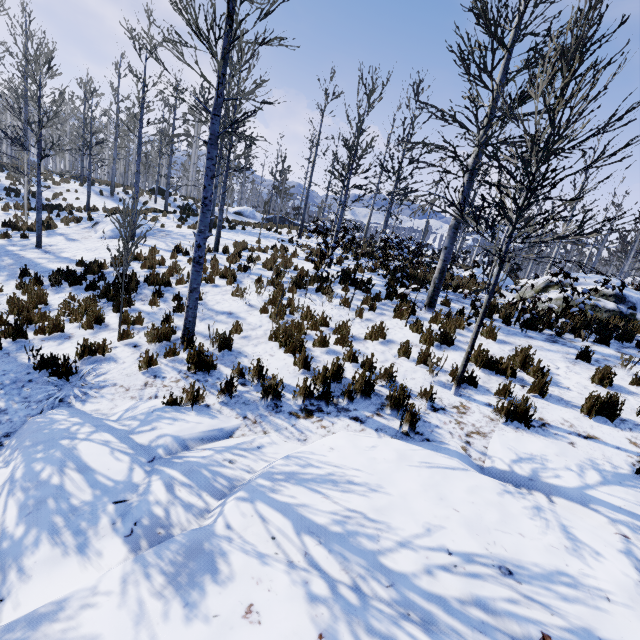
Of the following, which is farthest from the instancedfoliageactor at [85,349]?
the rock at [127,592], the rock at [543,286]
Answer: the rock at [543,286]

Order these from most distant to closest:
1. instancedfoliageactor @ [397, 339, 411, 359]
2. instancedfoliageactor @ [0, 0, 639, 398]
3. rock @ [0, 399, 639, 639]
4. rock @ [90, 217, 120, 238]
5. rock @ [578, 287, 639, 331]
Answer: rock @ [90, 217, 120, 238] < rock @ [578, 287, 639, 331] < instancedfoliageactor @ [397, 339, 411, 359] < instancedfoliageactor @ [0, 0, 639, 398] < rock @ [0, 399, 639, 639]

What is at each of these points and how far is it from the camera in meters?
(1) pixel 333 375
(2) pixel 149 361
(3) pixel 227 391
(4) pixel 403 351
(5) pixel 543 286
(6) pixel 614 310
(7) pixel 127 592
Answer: (1) instancedfoliageactor, 5.2
(2) instancedfoliageactor, 5.4
(3) instancedfoliageactor, 4.8
(4) instancedfoliageactor, 6.0
(5) rock, 11.3
(6) rock, 9.5
(7) rock, 1.9

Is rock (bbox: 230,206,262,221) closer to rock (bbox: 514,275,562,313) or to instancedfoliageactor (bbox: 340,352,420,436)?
instancedfoliageactor (bbox: 340,352,420,436)

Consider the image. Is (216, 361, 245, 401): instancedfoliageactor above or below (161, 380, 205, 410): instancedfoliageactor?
above

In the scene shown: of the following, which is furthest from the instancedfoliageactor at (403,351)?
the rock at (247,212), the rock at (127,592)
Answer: the rock at (247,212)

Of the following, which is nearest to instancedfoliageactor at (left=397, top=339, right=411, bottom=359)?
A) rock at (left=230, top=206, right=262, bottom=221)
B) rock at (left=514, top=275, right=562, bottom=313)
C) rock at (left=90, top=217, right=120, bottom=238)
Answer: rock at (left=90, top=217, right=120, bottom=238)

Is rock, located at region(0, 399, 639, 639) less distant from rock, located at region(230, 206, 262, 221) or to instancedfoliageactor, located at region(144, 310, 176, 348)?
instancedfoliageactor, located at region(144, 310, 176, 348)
